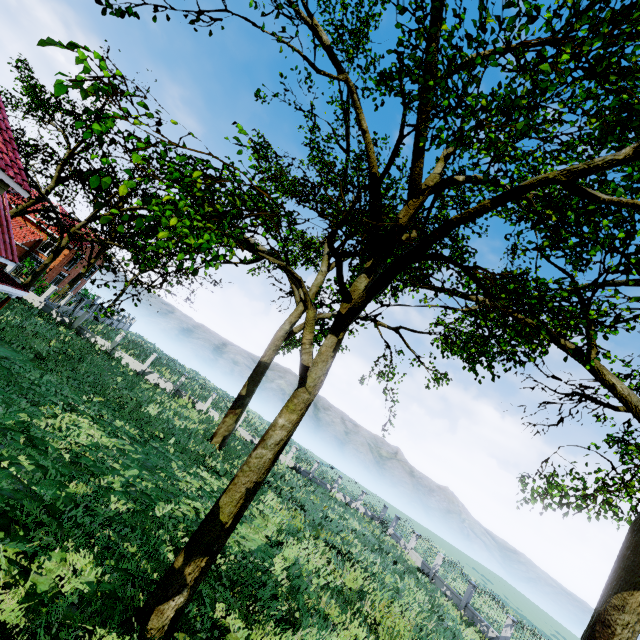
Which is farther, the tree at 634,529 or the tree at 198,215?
the tree at 634,529

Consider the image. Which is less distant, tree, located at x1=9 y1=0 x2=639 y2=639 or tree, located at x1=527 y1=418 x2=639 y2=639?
tree, located at x1=9 y1=0 x2=639 y2=639

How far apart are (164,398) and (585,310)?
26.44m
